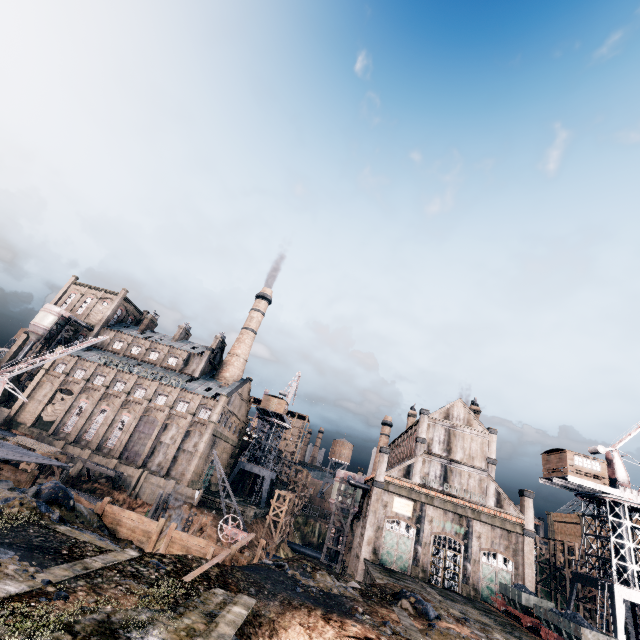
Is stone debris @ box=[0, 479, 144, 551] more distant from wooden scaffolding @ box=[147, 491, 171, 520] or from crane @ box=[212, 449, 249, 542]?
wooden scaffolding @ box=[147, 491, 171, 520]

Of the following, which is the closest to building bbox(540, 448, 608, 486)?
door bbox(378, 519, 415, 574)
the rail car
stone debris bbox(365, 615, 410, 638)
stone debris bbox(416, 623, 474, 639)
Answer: the rail car

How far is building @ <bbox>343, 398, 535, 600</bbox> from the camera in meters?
39.5 m

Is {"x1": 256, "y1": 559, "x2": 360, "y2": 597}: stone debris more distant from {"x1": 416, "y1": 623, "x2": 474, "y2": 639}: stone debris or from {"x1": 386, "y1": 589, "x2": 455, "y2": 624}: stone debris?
{"x1": 416, "y1": 623, "x2": 474, "y2": 639}: stone debris

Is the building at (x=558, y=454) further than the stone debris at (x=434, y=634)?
Yes

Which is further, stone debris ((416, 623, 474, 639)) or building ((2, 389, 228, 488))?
building ((2, 389, 228, 488))

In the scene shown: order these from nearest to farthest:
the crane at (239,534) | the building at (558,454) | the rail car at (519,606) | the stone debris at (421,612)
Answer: the stone debris at (421,612)
the rail car at (519,606)
the crane at (239,534)
the building at (558,454)

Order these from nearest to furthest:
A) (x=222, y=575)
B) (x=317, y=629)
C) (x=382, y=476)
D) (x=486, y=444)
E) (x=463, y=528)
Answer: (x=317, y=629)
(x=222, y=575)
(x=463, y=528)
(x=382, y=476)
(x=486, y=444)
